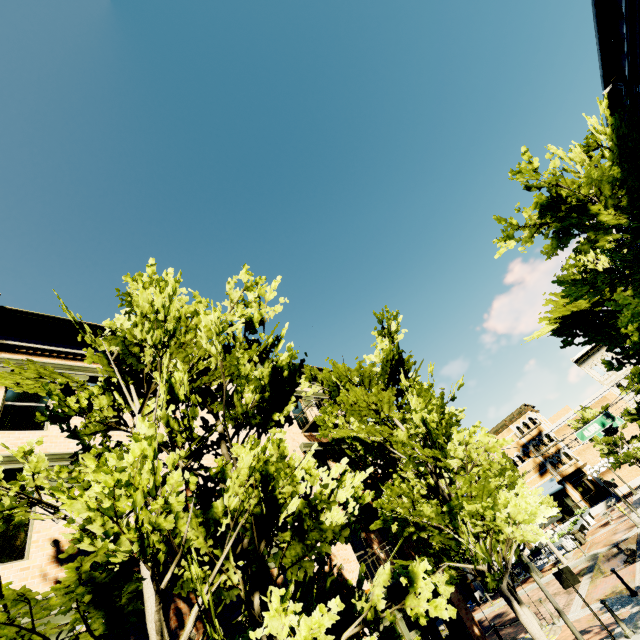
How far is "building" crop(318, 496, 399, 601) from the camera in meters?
10.1

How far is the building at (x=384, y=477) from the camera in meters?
12.9

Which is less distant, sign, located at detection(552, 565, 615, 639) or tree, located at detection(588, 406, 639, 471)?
sign, located at detection(552, 565, 615, 639)

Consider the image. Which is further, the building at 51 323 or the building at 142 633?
the building at 51 323

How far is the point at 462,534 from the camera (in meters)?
9.10

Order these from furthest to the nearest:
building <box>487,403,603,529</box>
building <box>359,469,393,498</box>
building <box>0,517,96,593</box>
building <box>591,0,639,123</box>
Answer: building <box>487,403,603,529</box>, building <box>359,469,393,498</box>, building <box>591,0,639,123</box>, building <box>0,517,96,593</box>

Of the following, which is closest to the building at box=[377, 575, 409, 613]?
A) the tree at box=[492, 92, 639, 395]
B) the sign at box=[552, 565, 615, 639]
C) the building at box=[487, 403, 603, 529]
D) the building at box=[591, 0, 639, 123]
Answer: the tree at box=[492, 92, 639, 395]

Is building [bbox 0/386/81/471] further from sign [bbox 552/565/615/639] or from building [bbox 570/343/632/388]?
building [bbox 570/343/632/388]
